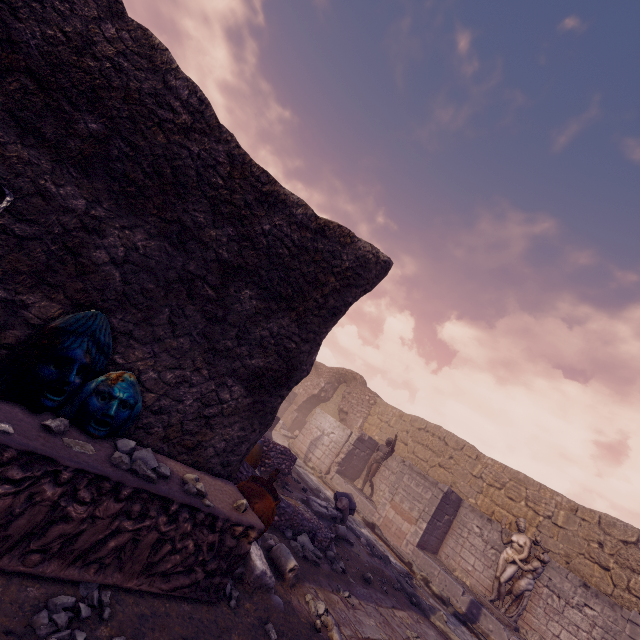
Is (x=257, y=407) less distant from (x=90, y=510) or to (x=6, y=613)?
(x=90, y=510)

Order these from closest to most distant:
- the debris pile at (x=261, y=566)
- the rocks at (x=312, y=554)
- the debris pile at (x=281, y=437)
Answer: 1. the debris pile at (x=261, y=566)
2. the rocks at (x=312, y=554)
3. the debris pile at (x=281, y=437)

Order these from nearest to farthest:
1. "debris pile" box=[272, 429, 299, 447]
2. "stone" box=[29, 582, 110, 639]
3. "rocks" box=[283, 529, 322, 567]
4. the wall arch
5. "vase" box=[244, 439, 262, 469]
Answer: "stone" box=[29, 582, 110, 639], "rocks" box=[283, 529, 322, 567], "vase" box=[244, 439, 262, 469], "debris pile" box=[272, 429, 299, 447], the wall arch

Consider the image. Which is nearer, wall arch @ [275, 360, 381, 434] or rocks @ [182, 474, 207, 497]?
rocks @ [182, 474, 207, 497]

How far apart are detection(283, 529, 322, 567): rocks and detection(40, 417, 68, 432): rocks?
4.3m

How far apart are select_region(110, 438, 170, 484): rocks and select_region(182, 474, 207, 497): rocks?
0.2m

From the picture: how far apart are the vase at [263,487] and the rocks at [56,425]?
1.9m

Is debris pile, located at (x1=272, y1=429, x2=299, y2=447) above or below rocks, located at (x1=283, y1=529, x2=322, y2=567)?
below
